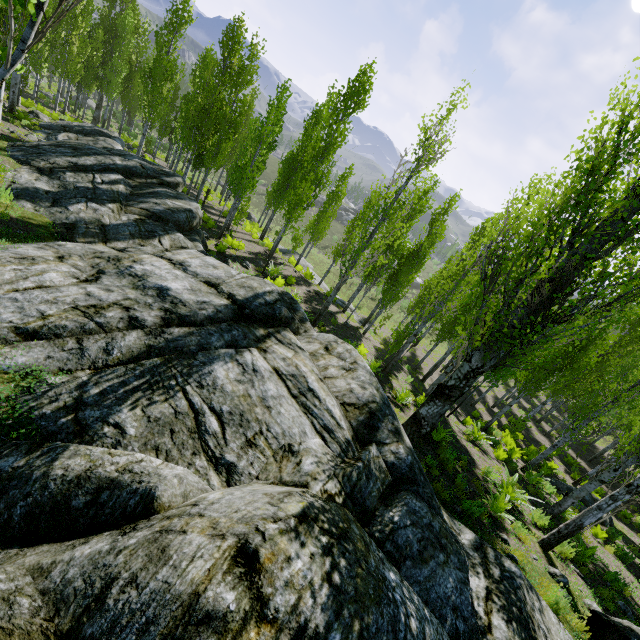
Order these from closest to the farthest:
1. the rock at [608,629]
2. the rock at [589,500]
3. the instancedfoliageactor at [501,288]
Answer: the rock at [608,629], the instancedfoliageactor at [501,288], the rock at [589,500]

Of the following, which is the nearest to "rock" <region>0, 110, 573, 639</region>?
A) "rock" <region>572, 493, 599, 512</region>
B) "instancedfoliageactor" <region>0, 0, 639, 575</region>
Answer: "instancedfoliageactor" <region>0, 0, 639, 575</region>

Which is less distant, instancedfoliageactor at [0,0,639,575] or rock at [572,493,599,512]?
instancedfoliageactor at [0,0,639,575]

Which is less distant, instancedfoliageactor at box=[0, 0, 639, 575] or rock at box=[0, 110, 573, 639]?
rock at box=[0, 110, 573, 639]

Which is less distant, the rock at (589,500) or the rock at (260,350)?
the rock at (260,350)

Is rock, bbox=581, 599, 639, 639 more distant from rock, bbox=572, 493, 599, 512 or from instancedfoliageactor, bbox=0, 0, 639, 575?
rock, bbox=572, 493, 599, 512

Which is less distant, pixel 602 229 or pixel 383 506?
pixel 383 506

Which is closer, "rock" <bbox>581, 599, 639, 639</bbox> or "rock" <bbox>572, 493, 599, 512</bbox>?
"rock" <bbox>581, 599, 639, 639</bbox>
